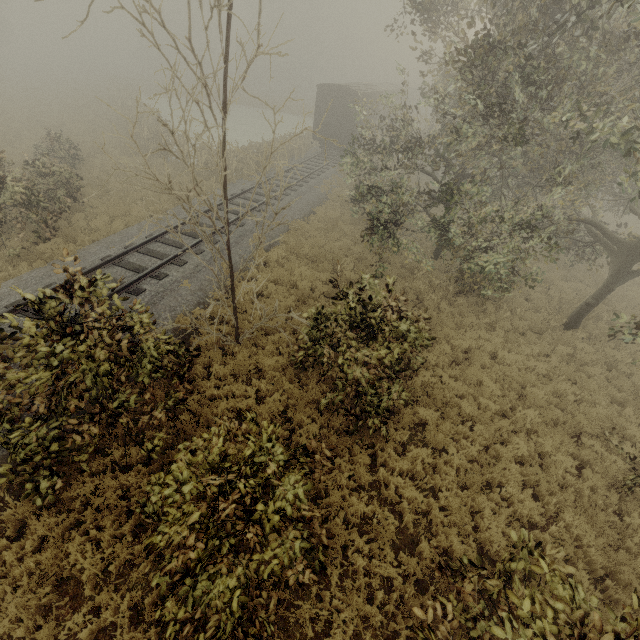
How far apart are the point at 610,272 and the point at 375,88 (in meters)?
25.89

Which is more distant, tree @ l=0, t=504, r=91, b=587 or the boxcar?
the boxcar

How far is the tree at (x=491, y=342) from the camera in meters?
8.8 m

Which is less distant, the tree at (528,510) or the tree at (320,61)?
the tree at (320,61)

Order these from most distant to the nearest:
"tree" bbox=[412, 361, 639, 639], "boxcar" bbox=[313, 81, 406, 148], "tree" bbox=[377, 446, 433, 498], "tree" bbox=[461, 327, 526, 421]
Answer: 1. "boxcar" bbox=[313, 81, 406, 148]
2. "tree" bbox=[461, 327, 526, 421]
3. "tree" bbox=[377, 446, 433, 498]
4. "tree" bbox=[412, 361, 639, 639]

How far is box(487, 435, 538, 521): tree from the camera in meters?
6.9

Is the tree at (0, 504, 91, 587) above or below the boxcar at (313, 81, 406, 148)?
below
